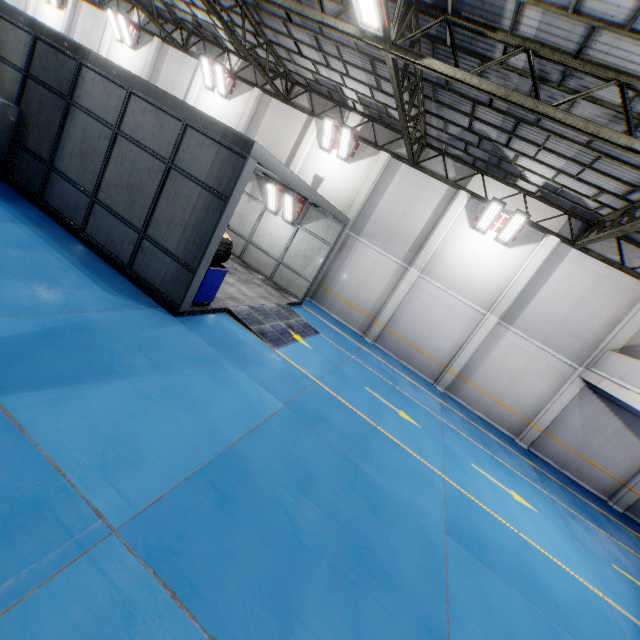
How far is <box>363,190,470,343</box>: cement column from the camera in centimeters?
1414cm

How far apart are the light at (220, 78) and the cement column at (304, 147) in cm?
522

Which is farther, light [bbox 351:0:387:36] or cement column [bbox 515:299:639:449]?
cement column [bbox 515:299:639:449]

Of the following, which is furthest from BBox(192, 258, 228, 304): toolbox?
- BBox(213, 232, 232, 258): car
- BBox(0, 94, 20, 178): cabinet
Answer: BBox(0, 94, 20, 178): cabinet

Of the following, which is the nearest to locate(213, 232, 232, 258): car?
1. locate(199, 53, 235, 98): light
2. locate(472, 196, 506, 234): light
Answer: locate(199, 53, 235, 98): light

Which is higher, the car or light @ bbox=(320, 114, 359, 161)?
light @ bbox=(320, 114, 359, 161)

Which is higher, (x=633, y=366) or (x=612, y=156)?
(x=612, y=156)

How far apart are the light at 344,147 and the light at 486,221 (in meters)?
6.51
